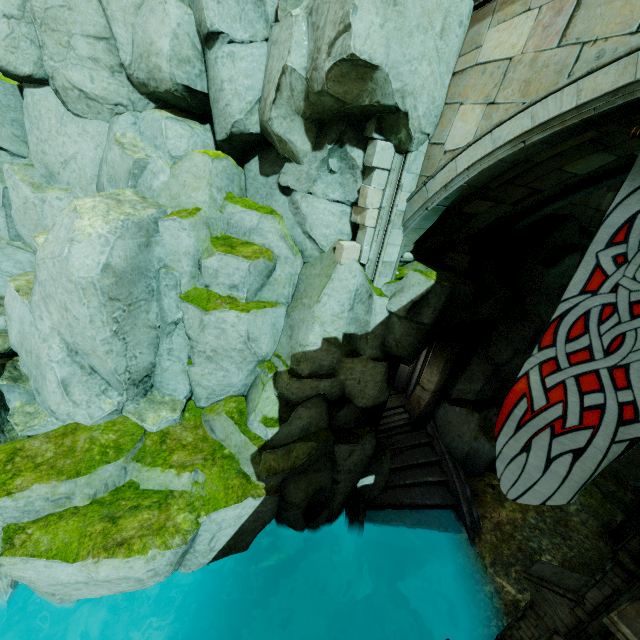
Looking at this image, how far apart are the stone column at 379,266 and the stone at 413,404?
5.8m

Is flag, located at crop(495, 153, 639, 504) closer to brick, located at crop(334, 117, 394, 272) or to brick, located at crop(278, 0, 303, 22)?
brick, located at crop(334, 117, 394, 272)

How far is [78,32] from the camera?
7.6 meters

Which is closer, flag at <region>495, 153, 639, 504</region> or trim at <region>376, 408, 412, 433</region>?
flag at <region>495, 153, 639, 504</region>

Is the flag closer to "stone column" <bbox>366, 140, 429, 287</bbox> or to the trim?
"stone column" <bbox>366, 140, 429, 287</bbox>

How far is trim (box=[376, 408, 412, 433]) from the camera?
11.78m

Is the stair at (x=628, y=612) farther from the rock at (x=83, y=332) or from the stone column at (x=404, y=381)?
the stone column at (x=404, y=381)

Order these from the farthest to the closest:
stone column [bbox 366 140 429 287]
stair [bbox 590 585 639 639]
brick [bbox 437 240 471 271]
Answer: brick [bbox 437 240 471 271] → stone column [bbox 366 140 429 287] → stair [bbox 590 585 639 639]
